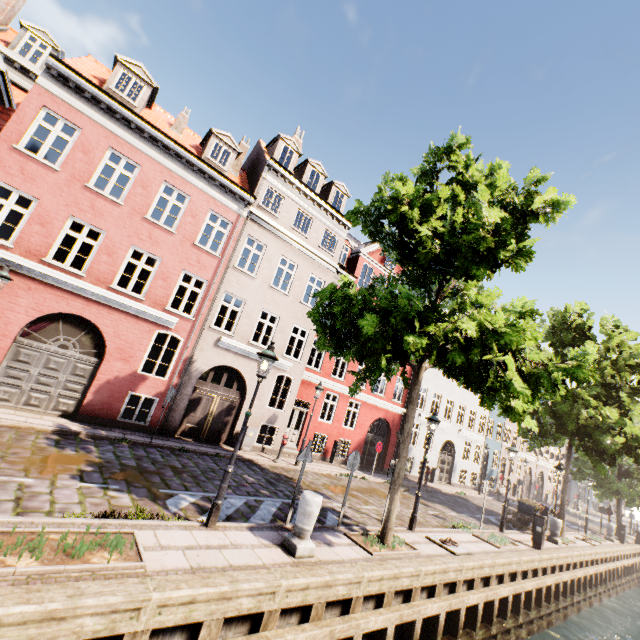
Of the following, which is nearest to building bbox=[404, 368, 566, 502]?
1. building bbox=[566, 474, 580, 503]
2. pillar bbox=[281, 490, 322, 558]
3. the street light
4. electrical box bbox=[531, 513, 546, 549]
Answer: building bbox=[566, 474, 580, 503]

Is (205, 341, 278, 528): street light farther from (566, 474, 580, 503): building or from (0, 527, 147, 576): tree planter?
(566, 474, 580, 503): building

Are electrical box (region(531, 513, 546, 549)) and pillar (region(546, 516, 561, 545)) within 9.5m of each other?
yes

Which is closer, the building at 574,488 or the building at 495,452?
the building at 495,452

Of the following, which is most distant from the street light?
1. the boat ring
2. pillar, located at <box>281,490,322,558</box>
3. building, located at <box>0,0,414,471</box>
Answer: building, located at <box>0,0,414,471</box>

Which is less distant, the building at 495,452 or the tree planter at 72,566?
the tree planter at 72,566

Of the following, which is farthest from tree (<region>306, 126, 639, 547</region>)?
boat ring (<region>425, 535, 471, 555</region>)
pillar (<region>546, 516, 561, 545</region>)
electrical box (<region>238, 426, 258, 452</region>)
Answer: electrical box (<region>238, 426, 258, 452</region>)

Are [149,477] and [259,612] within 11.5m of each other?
yes
